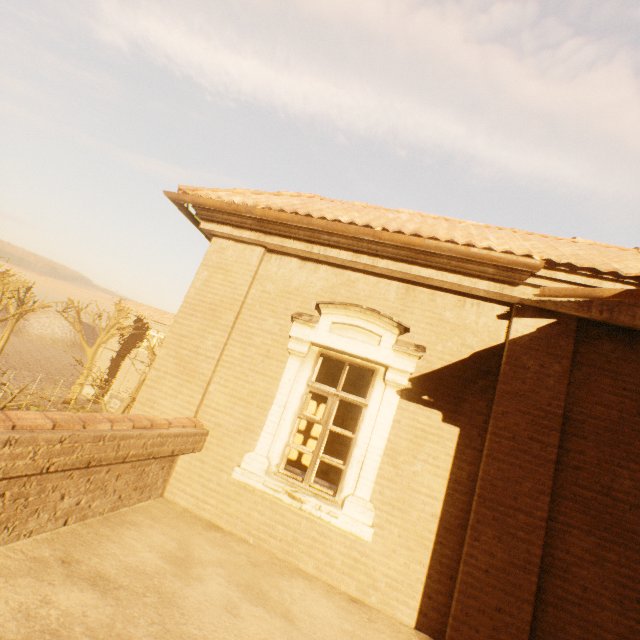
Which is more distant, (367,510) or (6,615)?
(367,510)

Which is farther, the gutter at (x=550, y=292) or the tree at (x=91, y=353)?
the tree at (x=91, y=353)

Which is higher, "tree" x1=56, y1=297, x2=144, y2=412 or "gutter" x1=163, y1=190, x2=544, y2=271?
"gutter" x1=163, y1=190, x2=544, y2=271

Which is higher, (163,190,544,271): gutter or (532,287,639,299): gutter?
(163,190,544,271): gutter

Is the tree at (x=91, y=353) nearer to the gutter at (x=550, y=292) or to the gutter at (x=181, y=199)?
the gutter at (x=181, y=199)

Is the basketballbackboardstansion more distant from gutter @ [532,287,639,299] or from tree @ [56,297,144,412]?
gutter @ [532,287,639,299]

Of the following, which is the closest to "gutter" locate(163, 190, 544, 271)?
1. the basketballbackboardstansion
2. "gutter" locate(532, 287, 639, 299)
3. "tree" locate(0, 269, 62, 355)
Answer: "gutter" locate(532, 287, 639, 299)

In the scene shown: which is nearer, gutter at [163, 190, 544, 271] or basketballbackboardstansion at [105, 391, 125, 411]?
gutter at [163, 190, 544, 271]
